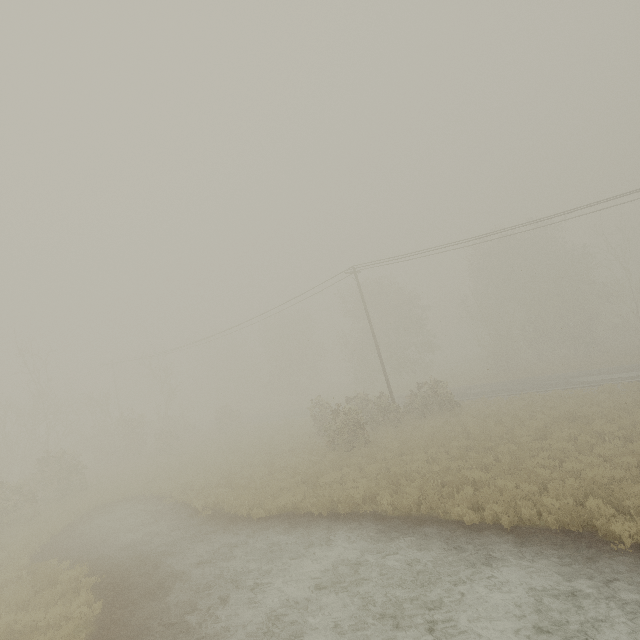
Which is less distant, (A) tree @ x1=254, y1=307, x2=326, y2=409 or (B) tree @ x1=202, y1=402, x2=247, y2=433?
(B) tree @ x1=202, y1=402, x2=247, y2=433

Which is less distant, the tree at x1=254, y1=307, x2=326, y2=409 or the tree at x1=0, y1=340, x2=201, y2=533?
the tree at x1=0, y1=340, x2=201, y2=533

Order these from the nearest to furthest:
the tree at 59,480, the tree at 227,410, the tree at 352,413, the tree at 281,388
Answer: the tree at 352,413, the tree at 59,480, the tree at 227,410, the tree at 281,388

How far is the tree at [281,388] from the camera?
53.75m

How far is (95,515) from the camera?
18.66m
